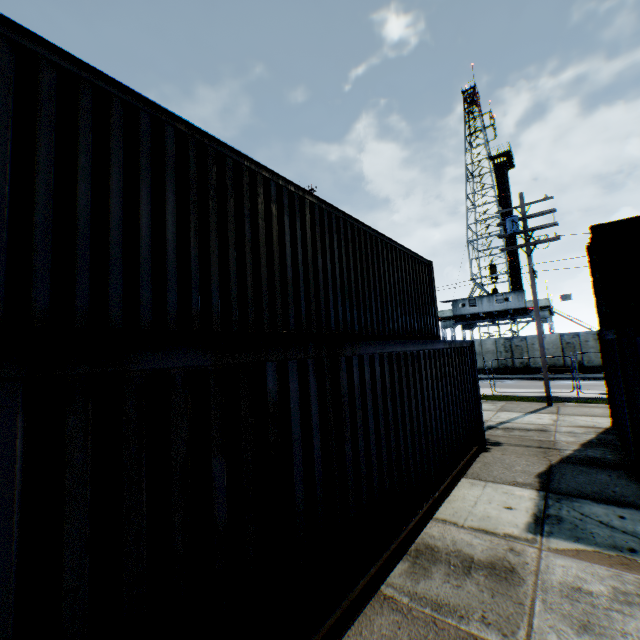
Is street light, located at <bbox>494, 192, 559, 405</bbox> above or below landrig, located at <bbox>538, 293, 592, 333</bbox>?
above

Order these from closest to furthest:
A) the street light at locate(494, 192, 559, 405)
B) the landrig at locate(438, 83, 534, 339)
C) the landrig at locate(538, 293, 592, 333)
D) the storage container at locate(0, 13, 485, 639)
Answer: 1. the storage container at locate(0, 13, 485, 639)
2. the street light at locate(494, 192, 559, 405)
3. the landrig at locate(538, 293, 592, 333)
4. the landrig at locate(438, 83, 534, 339)

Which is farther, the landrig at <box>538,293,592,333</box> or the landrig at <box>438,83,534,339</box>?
the landrig at <box>438,83,534,339</box>

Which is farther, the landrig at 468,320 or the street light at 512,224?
the landrig at 468,320

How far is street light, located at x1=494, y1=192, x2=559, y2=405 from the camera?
14.2 meters

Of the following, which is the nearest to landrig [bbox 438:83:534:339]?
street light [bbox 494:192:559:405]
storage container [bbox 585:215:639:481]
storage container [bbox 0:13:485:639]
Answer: street light [bbox 494:192:559:405]

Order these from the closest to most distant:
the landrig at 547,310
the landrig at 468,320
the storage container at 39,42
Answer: the storage container at 39,42
the landrig at 547,310
the landrig at 468,320

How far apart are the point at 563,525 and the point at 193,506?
5.71m
